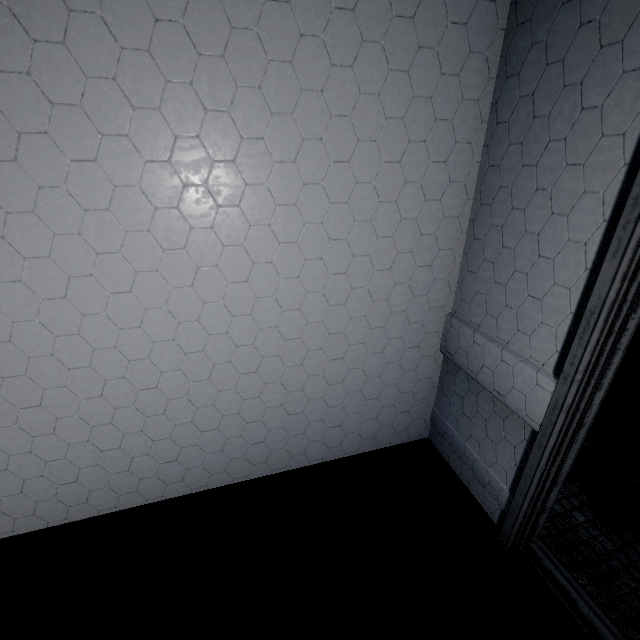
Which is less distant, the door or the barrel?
the door

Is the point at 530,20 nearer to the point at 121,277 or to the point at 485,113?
the point at 485,113

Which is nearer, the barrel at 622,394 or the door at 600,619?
the door at 600,619
